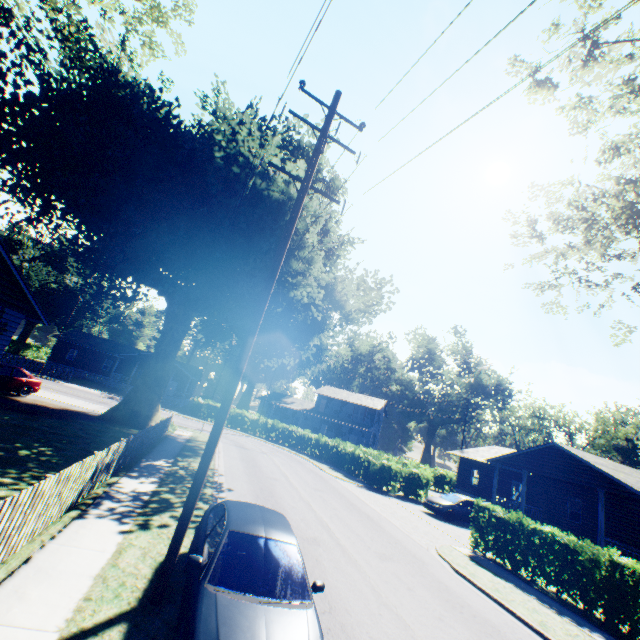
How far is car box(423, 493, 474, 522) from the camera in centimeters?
2080cm

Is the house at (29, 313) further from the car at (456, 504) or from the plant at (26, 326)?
the plant at (26, 326)

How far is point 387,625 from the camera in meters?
6.9

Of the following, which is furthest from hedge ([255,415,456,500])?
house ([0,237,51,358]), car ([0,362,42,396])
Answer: house ([0,237,51,358])

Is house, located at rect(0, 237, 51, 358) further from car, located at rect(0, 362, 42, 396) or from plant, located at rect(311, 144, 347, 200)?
car, located at rect(0, 362, 42, 396)

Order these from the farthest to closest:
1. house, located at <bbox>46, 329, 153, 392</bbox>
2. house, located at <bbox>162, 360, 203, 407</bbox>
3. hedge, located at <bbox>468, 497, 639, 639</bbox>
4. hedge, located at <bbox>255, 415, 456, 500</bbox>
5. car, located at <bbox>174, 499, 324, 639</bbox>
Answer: house, located at <bbox>162, 360, 203, 407</bbox>, house, located at <bbox>46, 329, 153, 392</bbox>, hedge, located at <bbox>255, 415, 456, 500</bbox>, hedge, located at <bbox>468, 497, 639, 639</bbox>, car, located at <bbox>174, 499, 324, 639</bbox>

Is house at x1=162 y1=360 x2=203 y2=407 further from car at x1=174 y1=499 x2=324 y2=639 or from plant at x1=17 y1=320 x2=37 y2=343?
car at x1=174 y1=499 x2=324 y2=639

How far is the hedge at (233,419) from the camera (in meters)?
39.25
